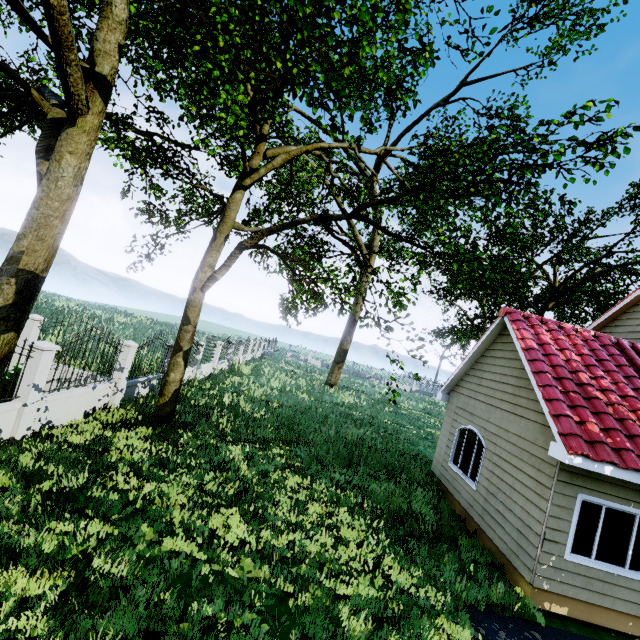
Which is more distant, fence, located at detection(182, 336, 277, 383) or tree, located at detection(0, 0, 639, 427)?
fence, located at detection(182, 336, 277, 383)

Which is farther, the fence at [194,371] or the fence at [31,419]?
the fence at [194,371]

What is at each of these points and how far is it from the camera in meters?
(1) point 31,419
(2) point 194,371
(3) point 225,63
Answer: (1) fence, 7.4
(2) fence, 17.0
(3) tree, 7.5

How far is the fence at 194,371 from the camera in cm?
1697

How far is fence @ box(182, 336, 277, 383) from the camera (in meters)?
16.97

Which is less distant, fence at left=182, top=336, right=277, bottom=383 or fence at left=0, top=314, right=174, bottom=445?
fence at left=0, top=314, right=174, bottom=445

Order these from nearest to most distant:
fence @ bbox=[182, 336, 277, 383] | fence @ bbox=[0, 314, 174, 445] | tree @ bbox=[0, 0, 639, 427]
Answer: tree @ bbox=[0, 0, 639, 427], fence @ bbox=[0, 314, 174, 445], fence @ bbox=[182, 336, 277, 383]
